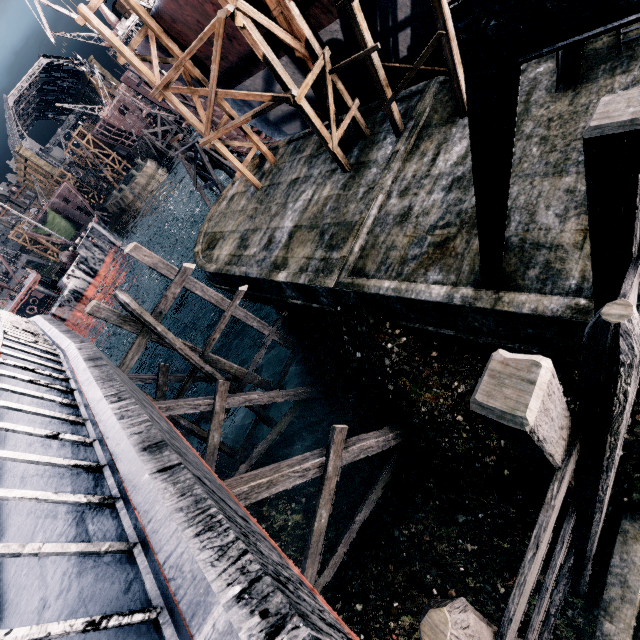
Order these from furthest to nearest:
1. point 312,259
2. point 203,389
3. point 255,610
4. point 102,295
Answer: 1. point 102,295
2. point 203,389
3. point 312,259
4. point 255,610

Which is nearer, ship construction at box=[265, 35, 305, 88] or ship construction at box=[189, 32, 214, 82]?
ship construction at box=[265, 35, 305, 88]

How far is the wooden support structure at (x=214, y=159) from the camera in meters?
31.5

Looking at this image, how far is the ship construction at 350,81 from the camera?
16.0 meters

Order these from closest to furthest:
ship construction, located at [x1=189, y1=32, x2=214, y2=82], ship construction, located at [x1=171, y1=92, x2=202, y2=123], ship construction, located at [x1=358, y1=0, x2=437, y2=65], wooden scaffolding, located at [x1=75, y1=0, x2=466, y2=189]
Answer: wooden scaffolding, located at [x1=75, y1=0, x2=466, y2=189] → ship construction, located at [x1=358, y1=0, x2=437, y2=65] → ship construction, located at [x1=189, y1=32, x2=214, y2=82] → ship construction, located at [x1=171, y1=92, x2=202, y2=123]

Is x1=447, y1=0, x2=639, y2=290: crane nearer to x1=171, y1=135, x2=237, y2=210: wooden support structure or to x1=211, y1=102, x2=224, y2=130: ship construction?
x1=211, y1=102, x2=224, y2=130: ship construction
